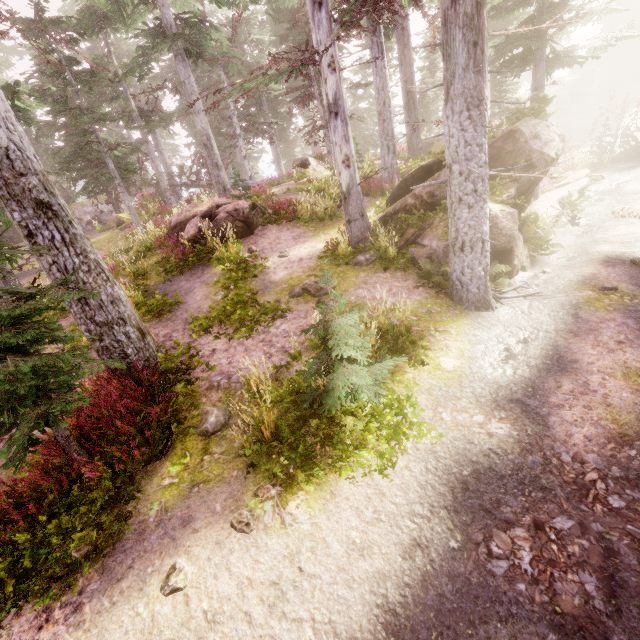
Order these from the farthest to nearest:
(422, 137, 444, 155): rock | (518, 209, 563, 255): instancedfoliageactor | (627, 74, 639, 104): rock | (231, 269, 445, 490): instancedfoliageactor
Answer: (627, 74, 639, 104): rock < (422, 137, 444, 155): rock < (518, 209, 563, 255): instancedfoliageactor < (231, 269, 445, 490): instancedfoliageactor

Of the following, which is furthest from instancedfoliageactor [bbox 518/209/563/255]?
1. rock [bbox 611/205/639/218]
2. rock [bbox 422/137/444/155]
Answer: rock [bbox 611/205/639/218]

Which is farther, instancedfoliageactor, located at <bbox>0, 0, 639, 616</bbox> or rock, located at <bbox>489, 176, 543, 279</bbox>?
rock, located at <bbox>489, 176, 543, 279</bbox>

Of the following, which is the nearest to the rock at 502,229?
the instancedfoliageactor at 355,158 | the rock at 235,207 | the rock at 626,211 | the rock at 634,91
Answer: the instancedfoliageactor at 355,158

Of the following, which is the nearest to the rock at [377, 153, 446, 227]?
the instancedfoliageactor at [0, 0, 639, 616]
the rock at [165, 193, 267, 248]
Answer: the instancedfoliageactor at [0, 0, 639, 616]

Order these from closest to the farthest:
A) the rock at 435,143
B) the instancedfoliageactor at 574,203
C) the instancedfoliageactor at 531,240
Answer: the instancedfoliageactor at 531,240, the instancedfoliageactor at 574,203, the rock at 435,143

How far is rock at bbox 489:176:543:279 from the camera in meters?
8.8

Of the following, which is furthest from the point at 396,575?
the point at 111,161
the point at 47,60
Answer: the point at 111,161
